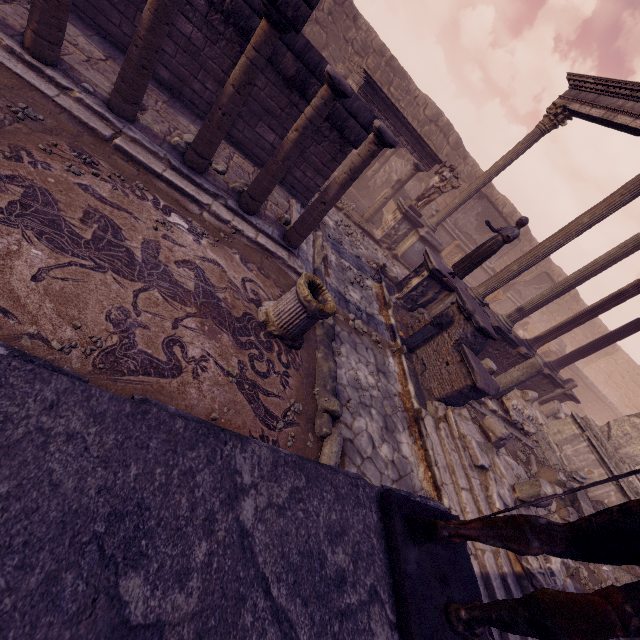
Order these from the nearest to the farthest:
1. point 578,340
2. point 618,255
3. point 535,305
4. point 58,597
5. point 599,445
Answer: point 58,597, point 618,255, point 599,445, point 535,305, point 578,340

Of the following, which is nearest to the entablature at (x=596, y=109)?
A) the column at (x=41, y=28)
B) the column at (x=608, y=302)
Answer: the column at (x=608, y=302)

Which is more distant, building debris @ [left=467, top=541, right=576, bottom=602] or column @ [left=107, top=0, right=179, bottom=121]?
building debris @ [left=467, top=541, right=576, bottom=602]

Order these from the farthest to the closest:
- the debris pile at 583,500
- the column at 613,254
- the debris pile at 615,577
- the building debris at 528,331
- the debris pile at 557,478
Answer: the building debris at 528,331 < the column at 613,254 < the debris pile at 557,478 < the debris pile at 583,500 < the debris pile at 615,577

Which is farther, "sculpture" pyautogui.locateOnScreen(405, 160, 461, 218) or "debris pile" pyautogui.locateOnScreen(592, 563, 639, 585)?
"sculpture" pyautogui.locateOnScreen(405, 160, 461, 218)

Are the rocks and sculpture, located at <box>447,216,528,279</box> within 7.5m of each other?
yes

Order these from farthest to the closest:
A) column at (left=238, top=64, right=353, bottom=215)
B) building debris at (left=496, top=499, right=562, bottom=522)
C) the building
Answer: building debris at (left=496, top=499, right=562, bottom=522) < column at (left=238, top=64, right=353, bottom=215) < the building

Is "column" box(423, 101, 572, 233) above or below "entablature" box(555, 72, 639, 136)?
below
